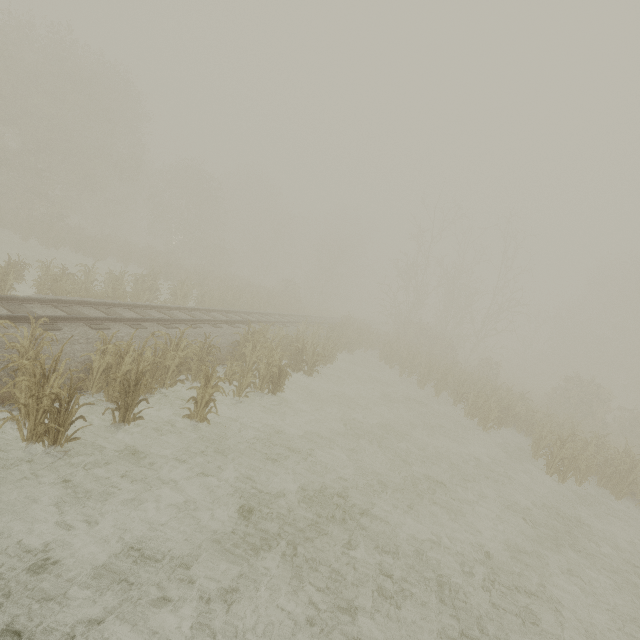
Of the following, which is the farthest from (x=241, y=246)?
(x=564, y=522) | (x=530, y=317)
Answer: (x=564, y=522)
